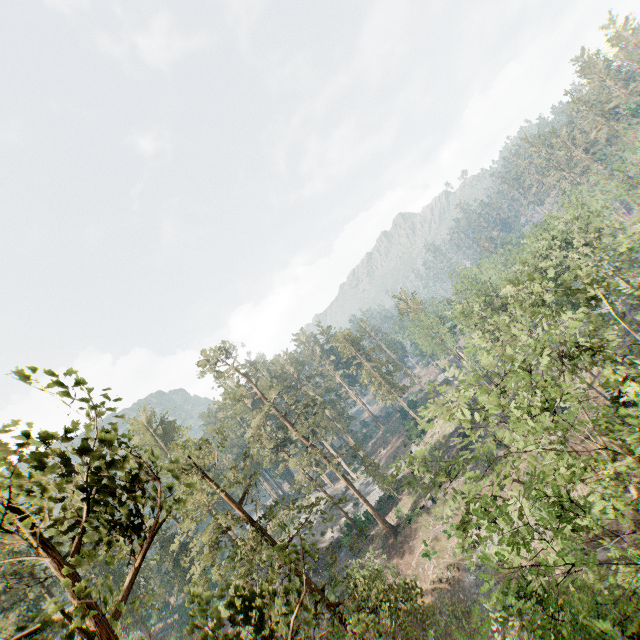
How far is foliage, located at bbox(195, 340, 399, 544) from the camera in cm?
2280

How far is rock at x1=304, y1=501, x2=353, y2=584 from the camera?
42.2 meters

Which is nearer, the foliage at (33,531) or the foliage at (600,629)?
the foliage at (33,531)

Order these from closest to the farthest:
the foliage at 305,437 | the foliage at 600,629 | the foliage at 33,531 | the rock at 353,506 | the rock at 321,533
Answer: the foliage at 33,531 < the foliage at 600,629 < the foliage at 305,437 < the rock at 321,533 < the rock at 353,506

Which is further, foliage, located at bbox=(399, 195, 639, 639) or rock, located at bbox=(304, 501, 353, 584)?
rock, located at bbox=(304, 501, 353, 584)

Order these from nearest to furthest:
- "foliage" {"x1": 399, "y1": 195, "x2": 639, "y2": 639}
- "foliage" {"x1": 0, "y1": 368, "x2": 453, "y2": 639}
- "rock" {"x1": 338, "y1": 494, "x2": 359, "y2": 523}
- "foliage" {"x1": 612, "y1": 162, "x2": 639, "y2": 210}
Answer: "foliage" {"x1": 0, "y1": 368, "x2": 453, "y2": 639}
"foliage" {"x1": 399, "y1": 195, "x2": 639, "y2": 639}
"foliage" {"x1": 612, "y1": 162, "x2": 639, "y2": 210}
"rock" {"x1": 338, "y1": 494, "x2": 359, "y2": 523}

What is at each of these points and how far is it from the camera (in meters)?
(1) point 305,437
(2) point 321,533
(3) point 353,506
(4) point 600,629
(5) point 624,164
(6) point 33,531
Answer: (1) foliage, 41.69
(2) rock, 49.50
(3) rock, 53.66
(4) foliage, 7.13
(5) foliage, 48.16
(6) foliage, 5.36
